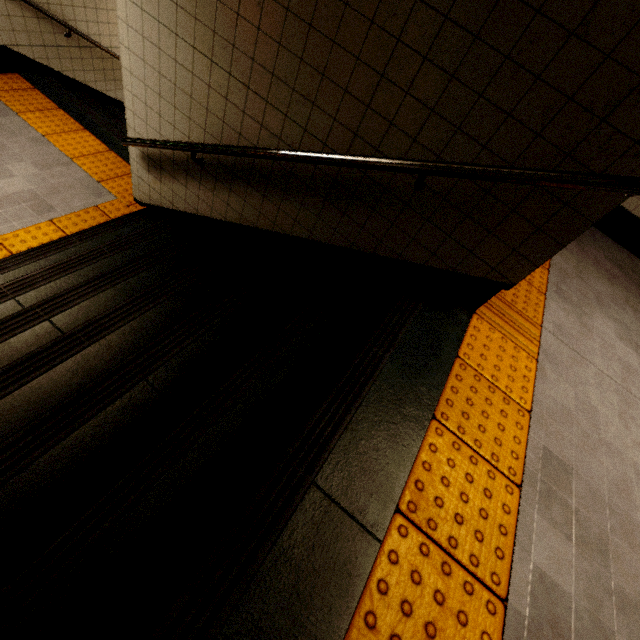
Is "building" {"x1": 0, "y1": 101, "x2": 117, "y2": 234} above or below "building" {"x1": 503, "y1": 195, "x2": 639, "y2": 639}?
below

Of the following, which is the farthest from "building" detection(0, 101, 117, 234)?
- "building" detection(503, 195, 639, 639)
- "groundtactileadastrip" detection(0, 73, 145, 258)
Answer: "building" detection(503, 195, 639, 639)

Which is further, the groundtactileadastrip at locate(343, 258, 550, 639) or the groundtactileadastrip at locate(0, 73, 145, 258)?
the groundtactileadastrip at locate(0, 73, 145, 258)

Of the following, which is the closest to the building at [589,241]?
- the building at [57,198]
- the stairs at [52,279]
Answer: the stairs at [52,279]

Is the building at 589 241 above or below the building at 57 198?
above

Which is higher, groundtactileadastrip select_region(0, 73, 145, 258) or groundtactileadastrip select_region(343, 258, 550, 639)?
groundtactileadastrip select_region(343, 258, 550, 639)

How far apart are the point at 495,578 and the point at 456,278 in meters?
1.4

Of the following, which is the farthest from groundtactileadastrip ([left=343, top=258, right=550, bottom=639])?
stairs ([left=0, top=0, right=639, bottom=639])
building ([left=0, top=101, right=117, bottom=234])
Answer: building ([left=0, top=101, right=117, bottom=234])
